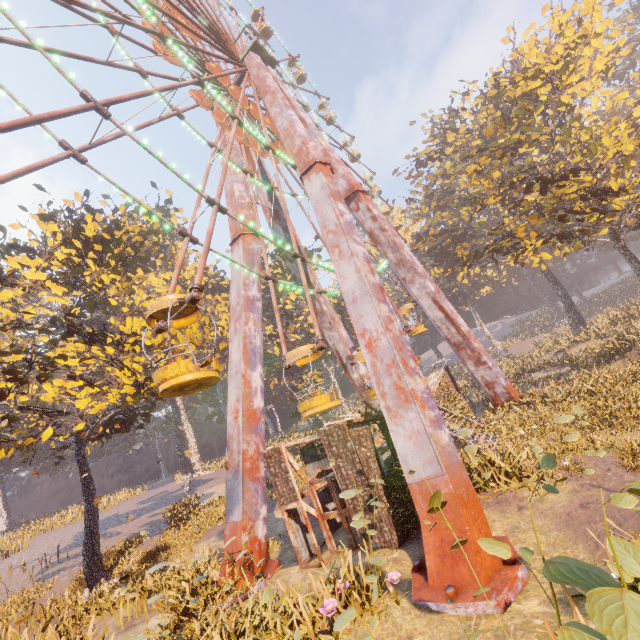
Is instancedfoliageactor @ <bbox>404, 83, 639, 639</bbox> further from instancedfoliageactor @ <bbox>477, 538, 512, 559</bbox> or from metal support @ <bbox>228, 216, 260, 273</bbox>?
instancedfoliageactor @ <bbox>477, 538, 512, 559</bbox>

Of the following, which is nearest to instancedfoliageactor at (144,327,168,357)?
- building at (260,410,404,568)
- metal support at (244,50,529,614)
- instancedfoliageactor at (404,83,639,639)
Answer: building at (260,410,404,568)

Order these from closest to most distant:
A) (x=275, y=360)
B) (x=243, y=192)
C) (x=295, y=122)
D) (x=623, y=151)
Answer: (x=623, y=151), (x=295, y=122), (x=243, y=192), (x=275, y=360)

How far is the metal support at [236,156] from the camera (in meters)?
20.64

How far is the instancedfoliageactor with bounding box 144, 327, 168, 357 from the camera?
15.8m

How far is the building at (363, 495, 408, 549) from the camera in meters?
9.3

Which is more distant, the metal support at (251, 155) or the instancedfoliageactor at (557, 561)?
the metal support at (251, 155)

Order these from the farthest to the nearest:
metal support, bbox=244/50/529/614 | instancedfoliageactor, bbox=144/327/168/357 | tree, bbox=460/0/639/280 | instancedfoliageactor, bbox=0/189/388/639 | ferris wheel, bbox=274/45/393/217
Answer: ferris wheel, bbox=274/45/393/217, instancedfoliageactor, bbox=144/327/168/357, tree, bbox=460/0/639/280, instancedfoliageactor, bbox=0/189/388/639, metal support, bbox=244/50/529/614
